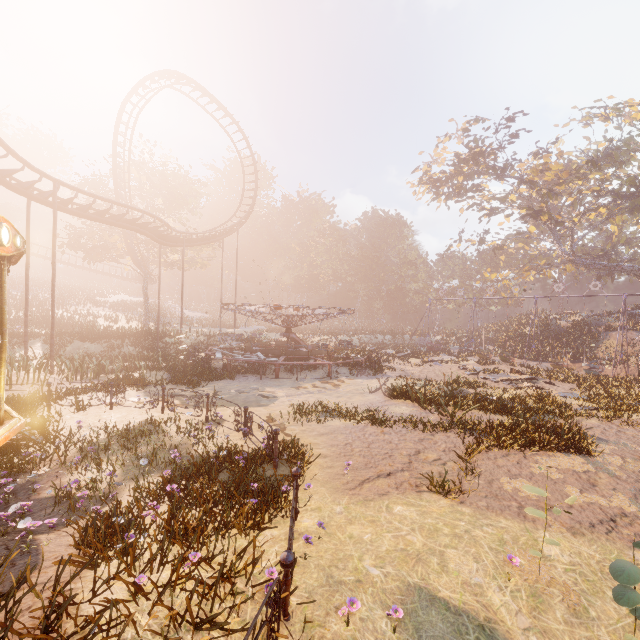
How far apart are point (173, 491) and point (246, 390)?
8.9 meters

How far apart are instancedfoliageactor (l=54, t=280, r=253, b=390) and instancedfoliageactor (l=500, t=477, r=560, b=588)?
29.17m

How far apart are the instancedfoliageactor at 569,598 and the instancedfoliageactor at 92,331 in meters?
29.2 m

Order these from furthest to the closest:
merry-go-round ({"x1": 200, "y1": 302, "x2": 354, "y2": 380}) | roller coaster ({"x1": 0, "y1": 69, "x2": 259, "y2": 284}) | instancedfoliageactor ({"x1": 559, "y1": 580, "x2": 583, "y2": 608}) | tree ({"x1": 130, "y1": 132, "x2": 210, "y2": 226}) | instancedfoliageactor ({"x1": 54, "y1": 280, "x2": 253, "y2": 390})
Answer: tree ({"x1": 130, "y1": 132, "x2": 210, "y2": 226}), merry-go-round ({"x1": 200, "y1": 302, "x2": 354, "y2": 380}), instancedfoliageactor ({"x1": 54, "y1": 280, "x2": 253, "y2": 390}), roller coaster ({"x1": 0, "y1": 69, "x2": 259, "y2": 284}), instancedfoliageactor ({"x1": 559, "y1": 580, "x2": 583, "y2": 608})

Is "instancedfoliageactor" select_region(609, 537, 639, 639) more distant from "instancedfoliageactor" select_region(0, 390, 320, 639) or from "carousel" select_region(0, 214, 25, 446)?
"carousel" select_region(0, 214, 25, 446)

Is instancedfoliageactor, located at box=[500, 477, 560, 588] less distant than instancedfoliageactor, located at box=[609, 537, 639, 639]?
No

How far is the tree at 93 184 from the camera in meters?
32.0

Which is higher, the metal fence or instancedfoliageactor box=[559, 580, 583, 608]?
the metal fence
